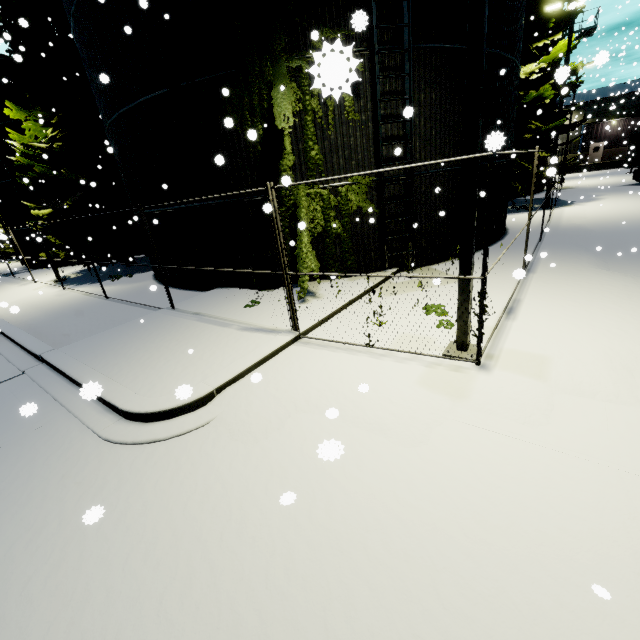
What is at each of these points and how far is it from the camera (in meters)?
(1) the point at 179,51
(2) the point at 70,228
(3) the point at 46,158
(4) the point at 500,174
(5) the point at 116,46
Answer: (1) tree, 8.51
(2) tree, 17.27
(3) tree, 10.91
(4) silo, 11.93
(5) silo, 9.41

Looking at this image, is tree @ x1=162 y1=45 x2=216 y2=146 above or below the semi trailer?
above

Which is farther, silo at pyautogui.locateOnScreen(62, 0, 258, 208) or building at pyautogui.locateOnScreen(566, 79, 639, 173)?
building at pyautogui.locateOnScreen(566, 79, 639, 173)

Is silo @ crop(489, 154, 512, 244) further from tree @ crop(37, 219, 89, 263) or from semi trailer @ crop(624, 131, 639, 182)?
semi trailer @ crop(624, 131, 639, 182)

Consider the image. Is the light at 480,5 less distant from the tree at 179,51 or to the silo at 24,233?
the tree at 179,51

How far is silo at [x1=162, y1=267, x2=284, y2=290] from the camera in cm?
1065
